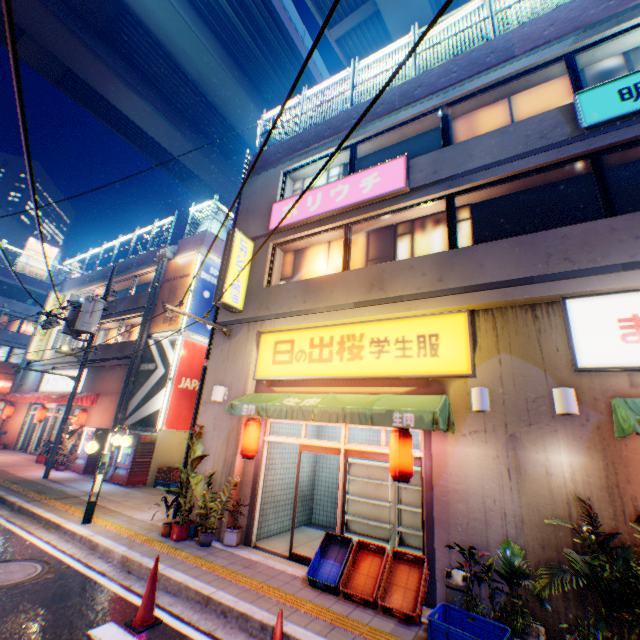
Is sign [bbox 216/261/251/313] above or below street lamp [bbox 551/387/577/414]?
above

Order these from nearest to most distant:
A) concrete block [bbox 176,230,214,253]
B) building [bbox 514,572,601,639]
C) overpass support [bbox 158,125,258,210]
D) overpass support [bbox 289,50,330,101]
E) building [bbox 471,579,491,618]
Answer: building [bbox 514,572,601,639], building [bbox 471,579,491,618], concrete block [bbox 176,230,214,253], overpass support [bbox 289,50,330,101], overpass support [bbox 158,125,258,210]

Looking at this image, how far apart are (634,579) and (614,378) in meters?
2.8

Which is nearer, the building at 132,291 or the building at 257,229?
the building at 257,229

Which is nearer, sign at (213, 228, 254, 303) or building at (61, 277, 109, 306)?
sign at (213, 228, 254, 303)

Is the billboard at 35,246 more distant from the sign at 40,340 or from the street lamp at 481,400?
the street lamp at 481,400

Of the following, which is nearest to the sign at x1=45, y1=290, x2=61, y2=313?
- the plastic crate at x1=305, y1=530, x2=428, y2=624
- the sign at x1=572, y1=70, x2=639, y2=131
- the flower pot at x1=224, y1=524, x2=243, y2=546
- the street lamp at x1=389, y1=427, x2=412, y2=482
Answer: the flower pot at x1=224, y1=524, x2=243, y2=546

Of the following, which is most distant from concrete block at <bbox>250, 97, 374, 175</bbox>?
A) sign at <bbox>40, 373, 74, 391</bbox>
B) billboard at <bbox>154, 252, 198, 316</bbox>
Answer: sign at <bbox>40, 373, 74, 391</bbox>
